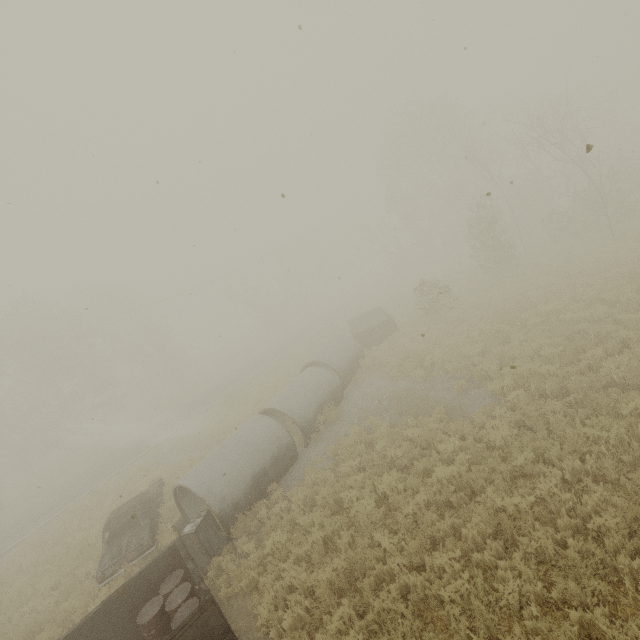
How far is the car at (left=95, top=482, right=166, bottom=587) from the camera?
9.7 meters

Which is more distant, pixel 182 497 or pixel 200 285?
pixel 200 285

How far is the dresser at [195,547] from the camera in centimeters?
840cm

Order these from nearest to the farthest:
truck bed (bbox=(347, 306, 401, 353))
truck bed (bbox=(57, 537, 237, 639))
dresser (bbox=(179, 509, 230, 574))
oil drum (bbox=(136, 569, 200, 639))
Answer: truck bed (bbox=(57, 537, 237, 639)) → oil drum (bbox=(136, 569, 200, 639)) → dresser (bbox=(179, 509, 230, 574)) → truck bed (bbox=(347, 306, 401, 353))

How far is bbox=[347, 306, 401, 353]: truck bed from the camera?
19.72m

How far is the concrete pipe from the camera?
9.4m

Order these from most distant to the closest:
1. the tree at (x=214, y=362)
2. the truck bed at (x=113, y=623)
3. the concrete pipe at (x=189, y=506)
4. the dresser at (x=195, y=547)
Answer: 1. the tree at (x=214, y=362)
2. the concrete pipe at (x=189, y=506)
3. the dresser at (x=195, y=547)
4. the truck bed at (x=113, y=623)

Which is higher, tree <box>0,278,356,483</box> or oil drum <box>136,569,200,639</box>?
tree <box>0,278,356,483</box>
